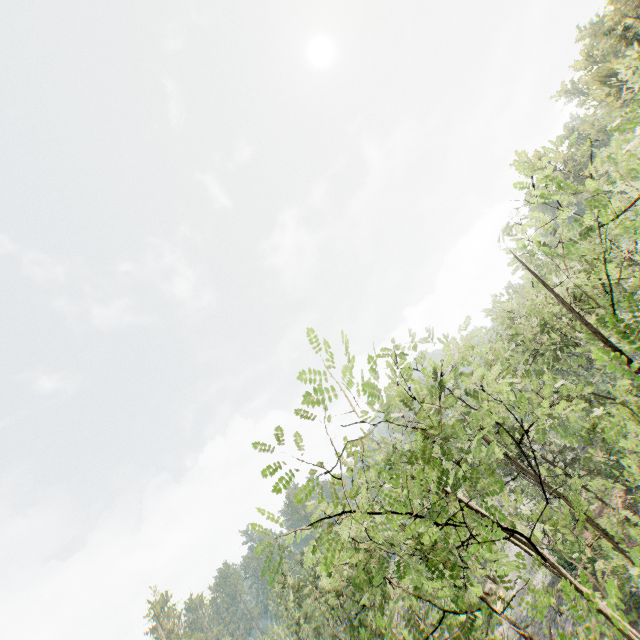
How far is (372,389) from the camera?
4.50m
